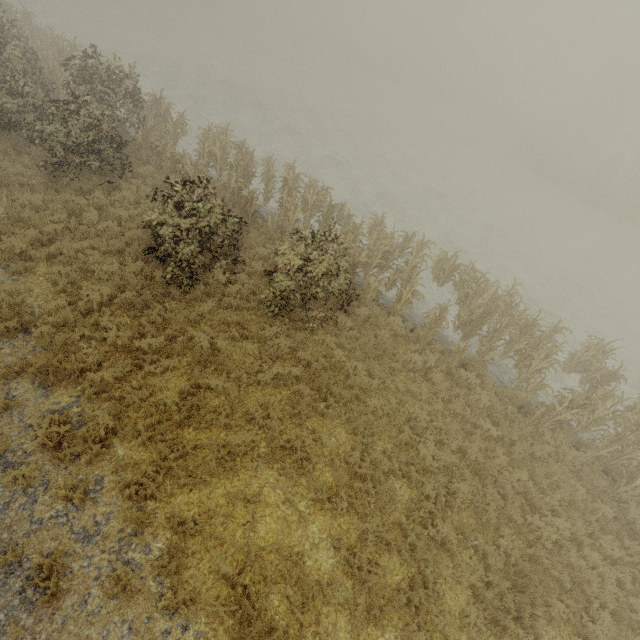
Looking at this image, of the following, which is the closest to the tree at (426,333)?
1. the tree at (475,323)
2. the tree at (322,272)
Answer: the tree at (475,323)

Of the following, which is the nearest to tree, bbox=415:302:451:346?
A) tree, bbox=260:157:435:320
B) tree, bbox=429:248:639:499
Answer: tree, bbox=429:248:639:499

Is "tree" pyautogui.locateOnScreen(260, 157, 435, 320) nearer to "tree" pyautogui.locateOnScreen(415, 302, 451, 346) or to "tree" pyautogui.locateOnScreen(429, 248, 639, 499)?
"tree" pyautogui.locateOnScreen(415, 302, 451, 346)

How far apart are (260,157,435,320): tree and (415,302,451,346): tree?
3.76m

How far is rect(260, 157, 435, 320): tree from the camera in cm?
889

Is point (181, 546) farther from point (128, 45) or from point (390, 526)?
point (128, 45)

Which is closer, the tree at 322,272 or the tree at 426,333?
the tree at 322,272
